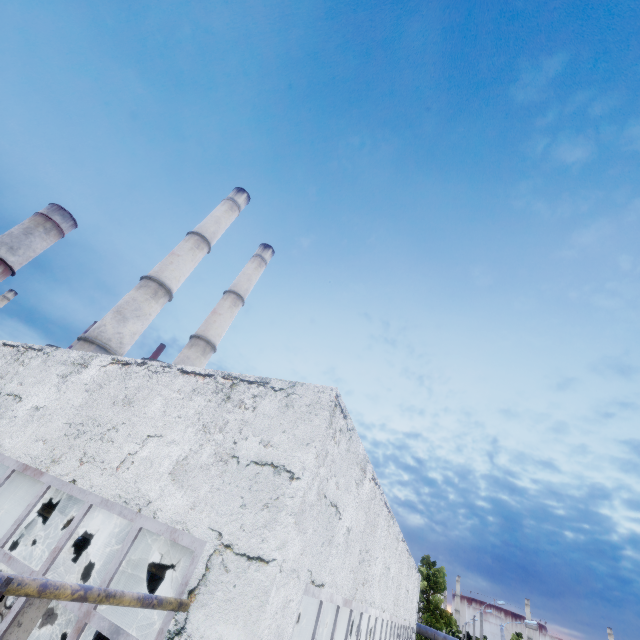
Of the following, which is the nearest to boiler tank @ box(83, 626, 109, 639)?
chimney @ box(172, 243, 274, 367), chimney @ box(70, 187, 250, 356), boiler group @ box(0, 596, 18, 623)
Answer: boiler group @ box(0, 596, 18, 623)

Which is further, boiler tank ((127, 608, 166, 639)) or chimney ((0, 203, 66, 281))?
chimney ((0, 203, 66, 281))

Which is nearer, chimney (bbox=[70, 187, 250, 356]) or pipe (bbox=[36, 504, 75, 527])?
pipe (bbox=[36, 504, 75, 527])

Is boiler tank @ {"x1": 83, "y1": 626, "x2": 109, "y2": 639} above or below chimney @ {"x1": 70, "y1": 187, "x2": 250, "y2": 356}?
below

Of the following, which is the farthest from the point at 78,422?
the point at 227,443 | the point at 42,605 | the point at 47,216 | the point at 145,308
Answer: the point at 47,216

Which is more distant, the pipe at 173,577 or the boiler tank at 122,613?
the boiler tank at 122,613

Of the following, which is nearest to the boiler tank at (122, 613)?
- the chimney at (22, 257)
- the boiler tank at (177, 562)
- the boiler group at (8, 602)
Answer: the boiler group at (8, 602)

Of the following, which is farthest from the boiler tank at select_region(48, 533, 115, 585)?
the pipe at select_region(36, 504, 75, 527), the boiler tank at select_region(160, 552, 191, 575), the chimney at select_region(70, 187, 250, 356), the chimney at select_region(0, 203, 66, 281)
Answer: the chimney at select_region(0, 203, 66, 281)
